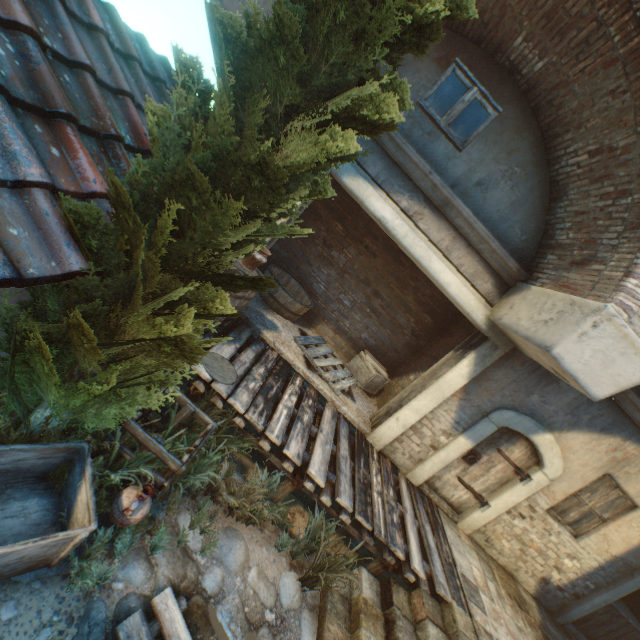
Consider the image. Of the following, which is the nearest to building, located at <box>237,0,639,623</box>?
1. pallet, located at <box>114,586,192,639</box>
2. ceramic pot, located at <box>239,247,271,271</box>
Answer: ceramic pot, located at <box>239,247,271,271</box>

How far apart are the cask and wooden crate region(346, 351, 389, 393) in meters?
1.7

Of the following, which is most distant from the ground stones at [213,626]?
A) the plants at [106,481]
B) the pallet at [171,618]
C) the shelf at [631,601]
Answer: the shelf at [631,601]

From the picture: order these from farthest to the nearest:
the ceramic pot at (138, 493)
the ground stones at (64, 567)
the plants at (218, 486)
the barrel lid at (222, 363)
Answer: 1. the barrel lid at (222, 363)
2. the plants at (218, 486)
3. the ceramic pot at (138, 493)
4. the ground stones at (64, 567)

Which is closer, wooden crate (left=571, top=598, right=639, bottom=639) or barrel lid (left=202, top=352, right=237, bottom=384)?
barrel lid (left=202, top=352, right=237, bottom=384)

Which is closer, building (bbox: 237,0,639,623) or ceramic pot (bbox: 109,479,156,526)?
ceramic pot (bbox: 109,479,156,526)

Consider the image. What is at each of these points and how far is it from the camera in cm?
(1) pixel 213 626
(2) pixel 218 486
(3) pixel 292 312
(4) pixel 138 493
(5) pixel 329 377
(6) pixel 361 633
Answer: (1) ground stones, 306
(2) plants, 397
(3) cask, 726
(4) ceramic pot, 306
(5) pallet, 645
(6) stairs, 380

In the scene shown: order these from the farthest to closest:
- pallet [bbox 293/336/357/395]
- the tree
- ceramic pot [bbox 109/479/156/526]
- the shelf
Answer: the shelf
pallet [bbox 293/336/357/395]
ceramic pot [bbox 109/479/156/526]
the tree
